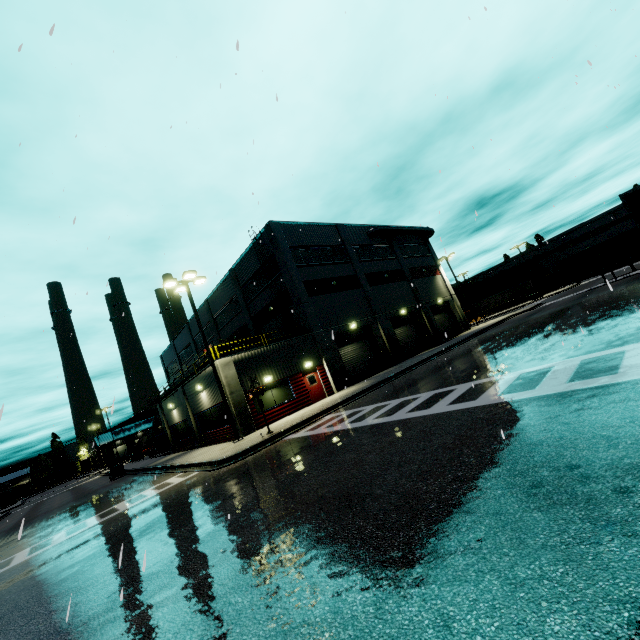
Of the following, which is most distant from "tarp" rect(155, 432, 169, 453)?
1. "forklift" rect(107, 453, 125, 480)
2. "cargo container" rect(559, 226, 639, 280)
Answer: "cargo container" rect(559, 226, 639, 280)

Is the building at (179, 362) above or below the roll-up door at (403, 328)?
above

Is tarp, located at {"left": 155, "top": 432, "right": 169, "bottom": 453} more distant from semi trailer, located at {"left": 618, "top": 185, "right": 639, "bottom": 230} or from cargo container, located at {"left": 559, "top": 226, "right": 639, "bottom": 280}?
cargo container, located at {"left": 559, "top": 226, "right": 639, "bottom": 280}

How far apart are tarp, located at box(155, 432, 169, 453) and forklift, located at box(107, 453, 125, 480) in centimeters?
328cm

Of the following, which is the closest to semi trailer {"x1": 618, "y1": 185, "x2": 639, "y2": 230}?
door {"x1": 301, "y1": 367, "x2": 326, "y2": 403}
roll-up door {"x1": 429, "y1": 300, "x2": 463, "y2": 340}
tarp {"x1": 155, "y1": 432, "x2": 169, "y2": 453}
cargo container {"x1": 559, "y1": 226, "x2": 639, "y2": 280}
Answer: cargo container {"x1": 559, "y1": 226, "x2": 639, "y2": 280}

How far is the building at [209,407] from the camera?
21.2m

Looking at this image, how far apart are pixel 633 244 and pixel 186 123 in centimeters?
3448cm

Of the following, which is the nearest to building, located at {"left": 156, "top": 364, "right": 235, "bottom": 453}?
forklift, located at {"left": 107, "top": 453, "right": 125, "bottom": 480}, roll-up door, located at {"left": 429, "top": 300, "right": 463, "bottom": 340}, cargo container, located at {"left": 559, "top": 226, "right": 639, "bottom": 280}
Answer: roll-up door, located at {"left": 429, "top": 300, "right": 463, "bottom": 340}
